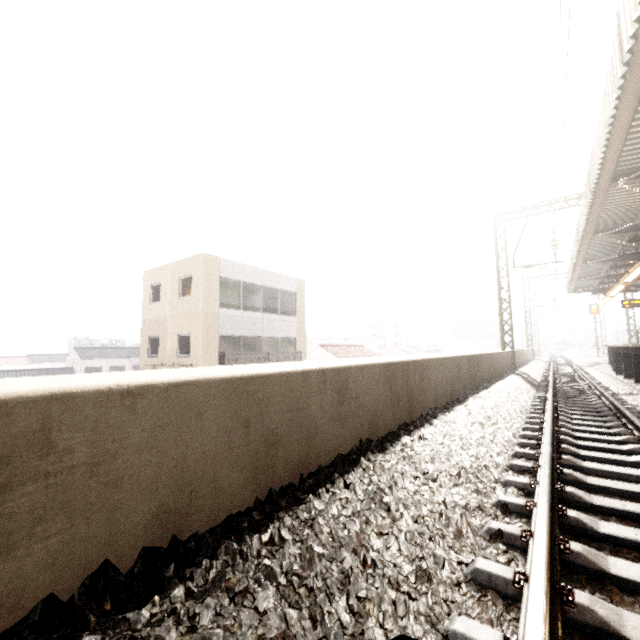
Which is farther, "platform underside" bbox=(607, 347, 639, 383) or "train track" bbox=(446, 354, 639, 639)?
"platform underside" bbox=(607, 347, 639, 383)

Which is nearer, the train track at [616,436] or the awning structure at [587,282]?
the train track at [616,436]

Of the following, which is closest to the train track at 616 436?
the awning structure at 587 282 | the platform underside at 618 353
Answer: the platform underside at 618 353

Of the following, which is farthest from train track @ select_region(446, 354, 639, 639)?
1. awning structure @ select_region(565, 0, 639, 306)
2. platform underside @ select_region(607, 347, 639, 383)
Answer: awning structure @ select_region(565, 0, 639, 306)

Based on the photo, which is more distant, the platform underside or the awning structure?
the platform underside

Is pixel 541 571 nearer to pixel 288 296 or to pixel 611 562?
pixel 611 562

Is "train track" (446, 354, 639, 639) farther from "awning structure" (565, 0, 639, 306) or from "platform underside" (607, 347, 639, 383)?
"awning structure" (565, 0, 639, 306)
